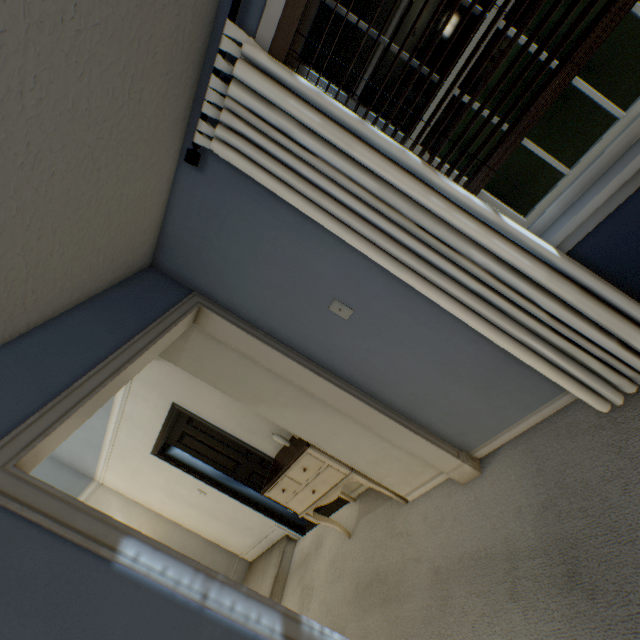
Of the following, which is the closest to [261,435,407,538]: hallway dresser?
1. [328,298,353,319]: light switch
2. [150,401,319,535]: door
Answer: [150,401,319,535]: door

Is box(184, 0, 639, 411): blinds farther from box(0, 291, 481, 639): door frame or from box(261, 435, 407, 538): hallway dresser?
box(261, 435, 407, 538): hallway dresser

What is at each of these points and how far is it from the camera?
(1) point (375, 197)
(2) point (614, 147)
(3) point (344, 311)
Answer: (1) blinds, 1.3 meters
(2) window, 1.3 meters
(3) light switch, 1.8 meters

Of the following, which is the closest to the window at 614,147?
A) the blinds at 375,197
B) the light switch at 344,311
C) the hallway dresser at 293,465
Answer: the blinds at 375,197

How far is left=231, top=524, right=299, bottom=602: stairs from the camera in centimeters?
374cm

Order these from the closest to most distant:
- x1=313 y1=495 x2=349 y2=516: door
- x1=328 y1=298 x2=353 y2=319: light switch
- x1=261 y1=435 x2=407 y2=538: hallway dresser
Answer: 1. x1=328 y1=298 x2=353 y2=319: light switch
2. x1=261 y1=435 x2=407 y2=538: hallway dresser
3. x1=313 y1=495 x2=349 y2=516: door

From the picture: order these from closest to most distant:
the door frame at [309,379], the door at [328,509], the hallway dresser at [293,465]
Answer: the door frame at [309,379]
the hallway dresser at [293,465]
the door at [328,509]

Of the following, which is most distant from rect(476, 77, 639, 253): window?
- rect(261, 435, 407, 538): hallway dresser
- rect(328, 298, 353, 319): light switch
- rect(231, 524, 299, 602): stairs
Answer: rect(231, 524, 299, 602): stairs
